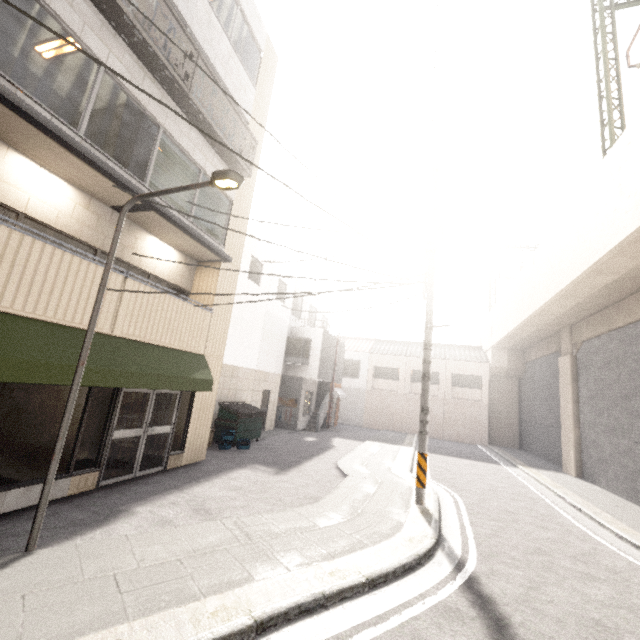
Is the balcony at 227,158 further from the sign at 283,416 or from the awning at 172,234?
the sign at 283,416

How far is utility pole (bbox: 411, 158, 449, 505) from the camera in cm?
796

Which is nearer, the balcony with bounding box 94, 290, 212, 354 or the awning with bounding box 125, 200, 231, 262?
the balcony with bounding box 94, 290, 212, 354

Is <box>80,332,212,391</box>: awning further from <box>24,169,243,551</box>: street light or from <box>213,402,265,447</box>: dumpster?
<box>213,402,265,447</box>: dumpster

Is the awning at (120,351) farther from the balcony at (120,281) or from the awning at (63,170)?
the awning at (63,170)

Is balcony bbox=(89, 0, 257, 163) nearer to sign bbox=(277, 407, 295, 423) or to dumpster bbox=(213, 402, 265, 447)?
dumpster bbox=(213, 402, 265, 447)

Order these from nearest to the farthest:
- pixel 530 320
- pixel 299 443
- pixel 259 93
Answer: pixel 259 93
pixel 299 443
pixel 530 320

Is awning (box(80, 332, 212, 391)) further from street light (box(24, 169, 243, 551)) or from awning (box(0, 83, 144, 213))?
awning (box(0, 83, 144, 213))
